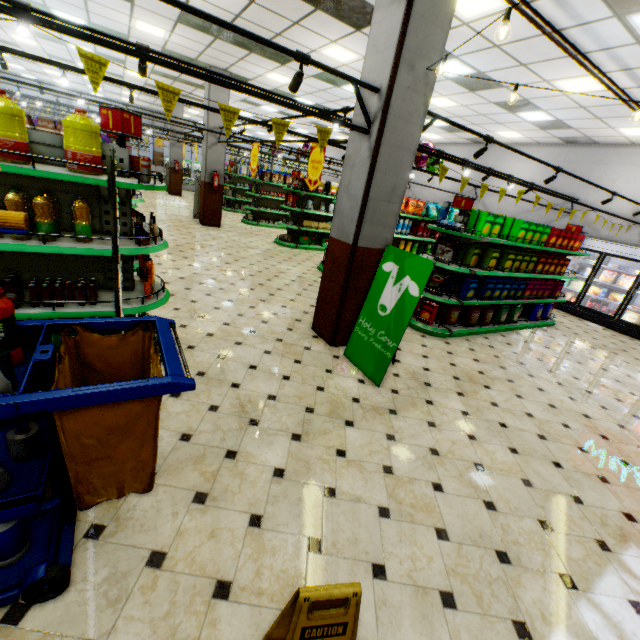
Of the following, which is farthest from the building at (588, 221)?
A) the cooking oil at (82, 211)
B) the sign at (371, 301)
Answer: the cooking oil at (82, 211)

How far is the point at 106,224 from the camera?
3.25m

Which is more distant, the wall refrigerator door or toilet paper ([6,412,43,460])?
the wall refrigerator door

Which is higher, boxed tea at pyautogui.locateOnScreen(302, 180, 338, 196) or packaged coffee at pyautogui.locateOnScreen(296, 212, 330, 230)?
boxed tea at pyautogui.locateOnScreen(302, 180, 338, 196)

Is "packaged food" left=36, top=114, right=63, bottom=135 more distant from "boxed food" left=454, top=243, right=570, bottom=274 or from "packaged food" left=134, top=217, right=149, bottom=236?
"boxed food" left=454, top=243, right=570, bottom=274

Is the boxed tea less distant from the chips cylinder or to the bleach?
the chips cylinder

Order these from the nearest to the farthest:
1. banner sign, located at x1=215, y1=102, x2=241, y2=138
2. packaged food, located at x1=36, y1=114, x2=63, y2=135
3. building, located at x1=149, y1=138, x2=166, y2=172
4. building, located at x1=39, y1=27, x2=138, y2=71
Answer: banner sign, located at x1=215, y1=102, x2=241, y2=138
packaged food, located at x1=36, y1=114, x2=63, y2=135
building, located at x1=39, y1=27, x2=138, y2=71
building, located at x1=149, y1=138, x2=166, y2=172

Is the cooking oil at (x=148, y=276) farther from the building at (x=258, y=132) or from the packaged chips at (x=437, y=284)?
the packaged chips at (x=437, y=284)
